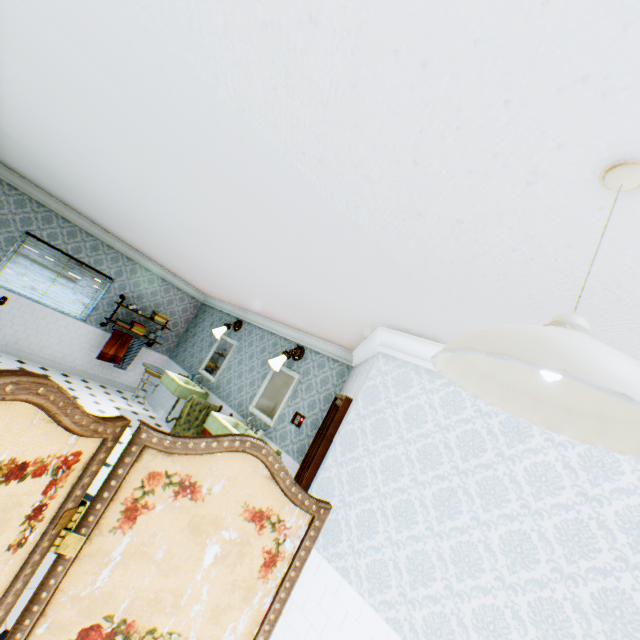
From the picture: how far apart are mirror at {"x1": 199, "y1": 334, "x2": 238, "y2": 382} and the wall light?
1.76m

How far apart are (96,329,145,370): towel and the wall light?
4.2 meters

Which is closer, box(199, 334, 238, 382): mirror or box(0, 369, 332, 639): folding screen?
box(0, 369, 332, 639): folding screen

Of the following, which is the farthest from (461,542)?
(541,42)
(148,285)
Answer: (148,285)

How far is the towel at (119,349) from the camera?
7.5 meters

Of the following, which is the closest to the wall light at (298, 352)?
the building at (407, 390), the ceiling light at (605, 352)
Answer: the building at (407, 390)

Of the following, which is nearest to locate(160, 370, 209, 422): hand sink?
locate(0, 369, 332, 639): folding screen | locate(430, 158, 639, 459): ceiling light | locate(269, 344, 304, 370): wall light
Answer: locate(269, 344, 304, 370): wall light

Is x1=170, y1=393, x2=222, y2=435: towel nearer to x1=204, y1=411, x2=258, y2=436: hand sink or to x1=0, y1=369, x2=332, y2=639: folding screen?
x1=204, y1=411, x2=258, y2=436: hand sink
